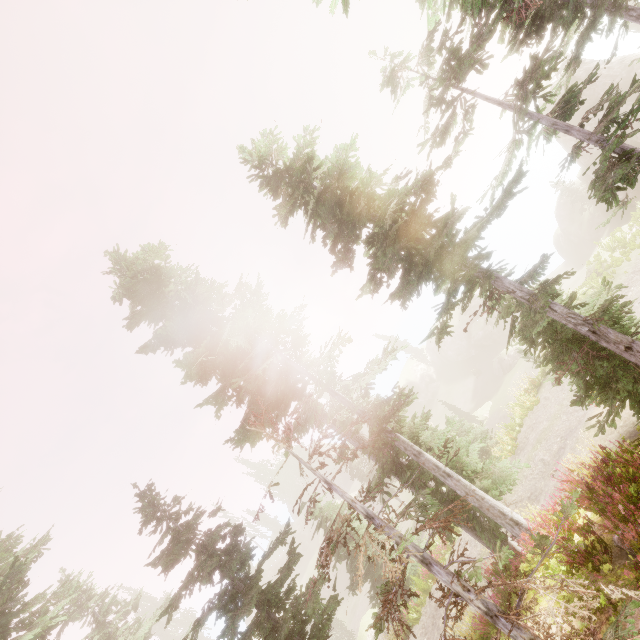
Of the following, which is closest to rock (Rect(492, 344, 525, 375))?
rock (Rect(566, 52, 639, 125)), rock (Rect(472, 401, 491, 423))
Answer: rock (Rect(472, 401, 491, 423))

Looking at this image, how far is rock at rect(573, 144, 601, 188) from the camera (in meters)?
33.03

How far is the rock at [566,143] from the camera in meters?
34.0 m

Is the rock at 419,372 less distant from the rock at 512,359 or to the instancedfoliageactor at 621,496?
the instancedfoliageactor at 621,496

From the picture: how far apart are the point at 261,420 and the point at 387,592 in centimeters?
746cm

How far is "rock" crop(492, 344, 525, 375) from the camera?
37.5m

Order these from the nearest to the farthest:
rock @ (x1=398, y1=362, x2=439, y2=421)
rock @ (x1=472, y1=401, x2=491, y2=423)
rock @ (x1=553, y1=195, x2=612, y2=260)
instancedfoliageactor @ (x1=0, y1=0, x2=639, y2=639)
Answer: instancedfoliageactor @ (x1=0, y1=0, x2=639, y2=639)
rock @ (x1=472, y1=401, x2=491, y2=423)
rock @ (x1=553, y1=195, x2=612, y2=260)
rock @ (x1=398, y1=362, x2=439, y2=421)

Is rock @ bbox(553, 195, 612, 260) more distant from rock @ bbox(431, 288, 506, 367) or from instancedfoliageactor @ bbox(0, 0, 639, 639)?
rock @ bbox(431, 288, 506, 367)
